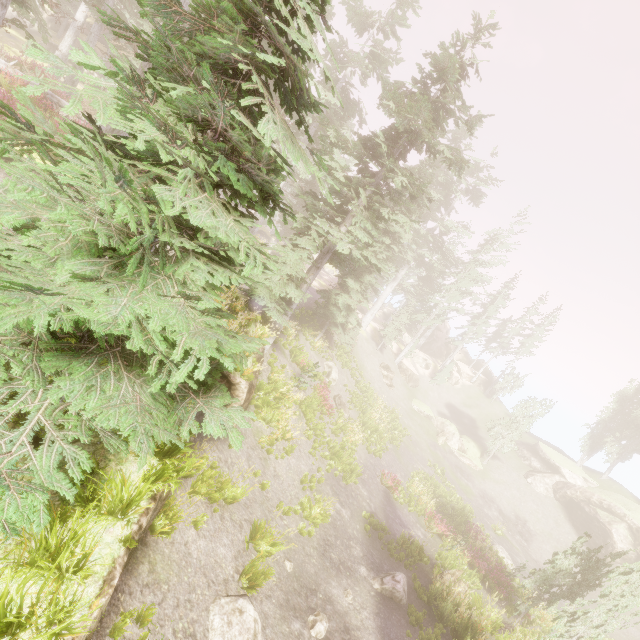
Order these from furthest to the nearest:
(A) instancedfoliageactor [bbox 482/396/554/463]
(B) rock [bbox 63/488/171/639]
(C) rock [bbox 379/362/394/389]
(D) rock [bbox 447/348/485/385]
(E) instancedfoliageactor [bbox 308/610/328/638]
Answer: (D) rock [bbox 447/348/485/385] → (C) rock [bbox 379/362/394/389] → (A) instancedfoliageactor [bbox 482/396/554/463] → (E) instancedfoliageactor [bbox 308/610/328/638] → (B) rock [bbox 63/488/171/639]

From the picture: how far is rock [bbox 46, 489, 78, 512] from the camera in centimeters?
471cm

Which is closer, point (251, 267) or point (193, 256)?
point (251, 267)

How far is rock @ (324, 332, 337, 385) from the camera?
25.6m

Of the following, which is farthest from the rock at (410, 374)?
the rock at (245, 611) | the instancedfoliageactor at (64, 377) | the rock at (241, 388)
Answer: the rock at (245, 611)

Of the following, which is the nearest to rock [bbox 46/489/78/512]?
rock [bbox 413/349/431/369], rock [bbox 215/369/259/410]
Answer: rock [bbox 215/369/259/410]

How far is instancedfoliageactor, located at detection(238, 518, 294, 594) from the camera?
8.24m

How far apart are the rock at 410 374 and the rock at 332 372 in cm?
1833
